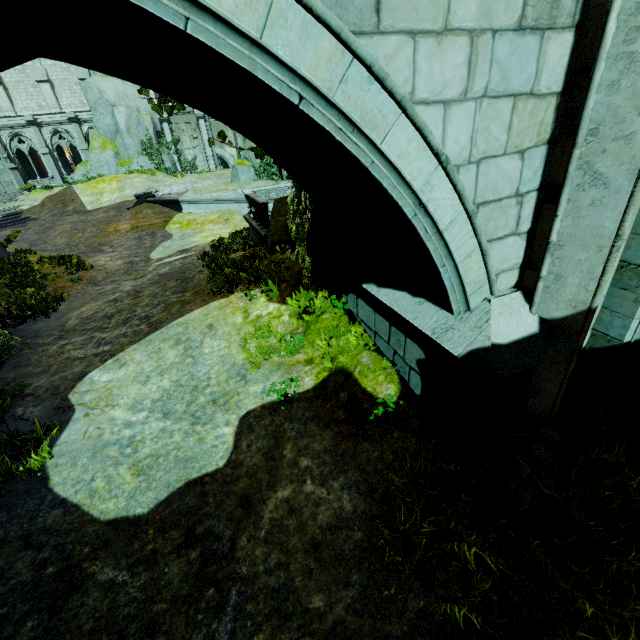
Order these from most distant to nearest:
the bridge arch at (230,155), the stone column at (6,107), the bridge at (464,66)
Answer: the bridge arch at (230,155) < the stone column at (6,107) < the bridge at (464,66)

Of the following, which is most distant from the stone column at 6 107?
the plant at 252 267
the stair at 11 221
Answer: the plant at 252 267

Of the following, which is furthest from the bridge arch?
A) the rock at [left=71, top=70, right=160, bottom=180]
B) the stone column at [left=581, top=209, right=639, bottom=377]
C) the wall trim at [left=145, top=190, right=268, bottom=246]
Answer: the stone column at [left=581, top=209, right=639, bottom=377]

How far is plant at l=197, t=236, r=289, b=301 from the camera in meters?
7.6

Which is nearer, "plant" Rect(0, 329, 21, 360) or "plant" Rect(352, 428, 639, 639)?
"plant" Rect(352, 428, 639, 639)

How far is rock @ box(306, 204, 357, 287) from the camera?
6.2m

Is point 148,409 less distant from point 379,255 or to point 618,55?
point 379,255

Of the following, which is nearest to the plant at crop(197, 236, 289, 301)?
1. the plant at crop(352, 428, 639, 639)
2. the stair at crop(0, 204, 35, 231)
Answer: the plant at crop(352, 428, 639, 639)
